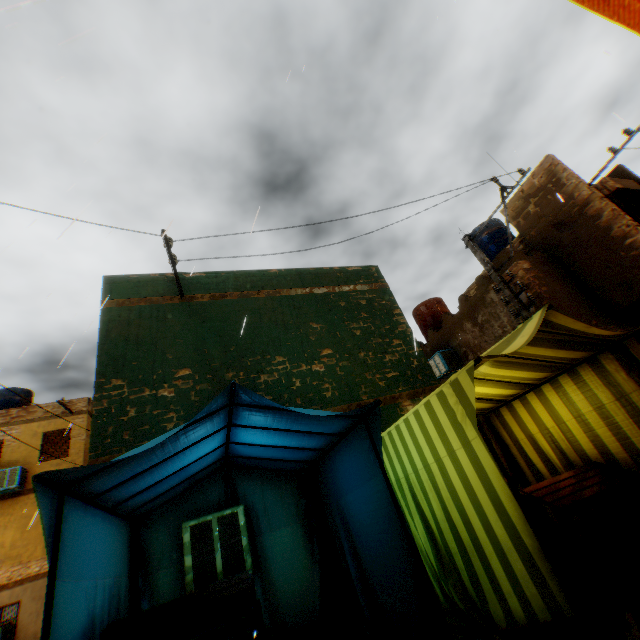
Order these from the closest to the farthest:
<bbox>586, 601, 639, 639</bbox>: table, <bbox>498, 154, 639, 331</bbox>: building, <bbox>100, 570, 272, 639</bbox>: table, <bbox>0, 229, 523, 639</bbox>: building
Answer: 1. <bbox>586, 601, 639, 639</bbox>: table
2. <bbox>100, 570, 272, 639</bbox>: table
3. <bbox>0, 229, 523, 639</bbox>: building
4. <bbox>498, 154, 639, 331</bbox>: building

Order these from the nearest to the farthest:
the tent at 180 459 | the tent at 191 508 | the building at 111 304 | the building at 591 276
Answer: the tent at 180 459 < the tent at 191 508 < the building at 111 304 < the building at 591 276

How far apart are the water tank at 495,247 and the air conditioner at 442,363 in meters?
4.6

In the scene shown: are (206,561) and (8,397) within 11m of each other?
no

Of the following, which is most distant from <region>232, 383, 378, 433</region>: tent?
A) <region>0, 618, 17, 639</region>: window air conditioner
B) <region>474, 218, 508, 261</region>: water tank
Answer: <region>0, 618, 17, 639</region>: window air conditioner

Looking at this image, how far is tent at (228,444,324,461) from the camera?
4.25m

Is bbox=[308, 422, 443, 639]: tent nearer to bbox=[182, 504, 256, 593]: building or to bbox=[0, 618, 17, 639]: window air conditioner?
bbox=[182, 504, 256, 593]: building

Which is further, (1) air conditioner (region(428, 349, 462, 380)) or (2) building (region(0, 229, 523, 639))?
(1) air conditioner (region(428, 349, 462, 380))
